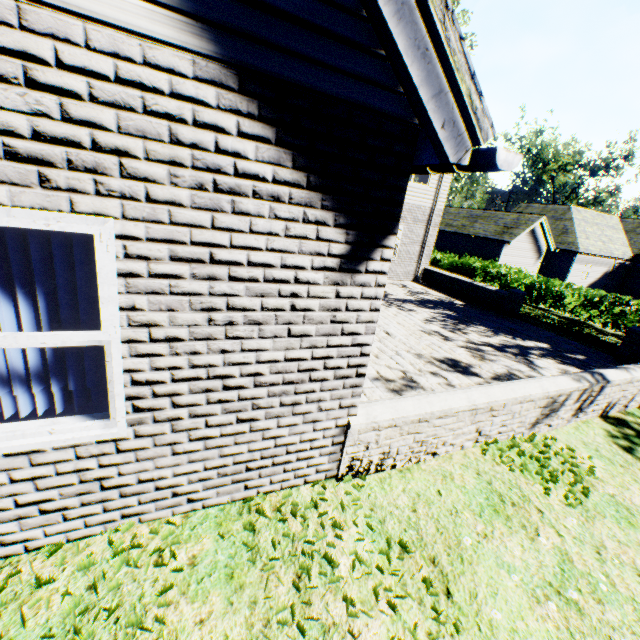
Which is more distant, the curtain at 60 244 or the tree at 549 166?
the tree at 549 166

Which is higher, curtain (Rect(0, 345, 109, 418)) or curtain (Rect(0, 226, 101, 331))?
curtain (Rect(0, 226, 101, 331))

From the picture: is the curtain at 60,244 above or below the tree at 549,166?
below

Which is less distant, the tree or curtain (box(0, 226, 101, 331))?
curtain (box(0, 226, 101, 331))

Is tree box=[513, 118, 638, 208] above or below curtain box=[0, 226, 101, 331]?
above

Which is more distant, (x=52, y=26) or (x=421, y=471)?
(x=421, y=471)
